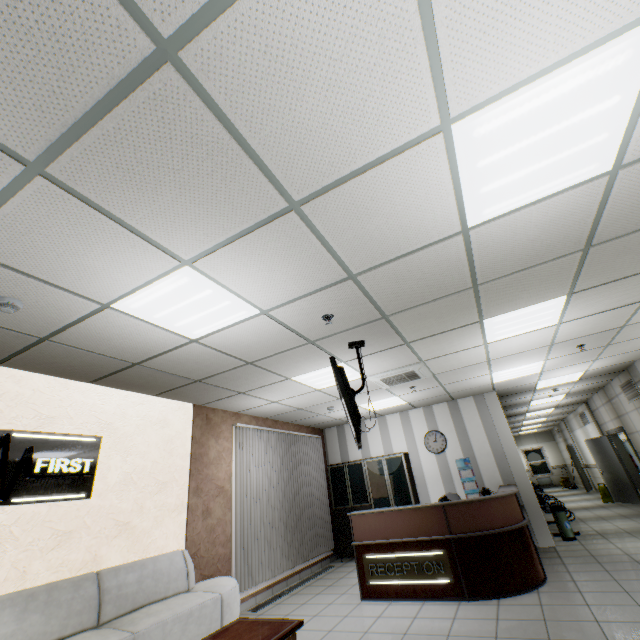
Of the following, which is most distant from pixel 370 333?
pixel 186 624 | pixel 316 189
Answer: pixel 186 624

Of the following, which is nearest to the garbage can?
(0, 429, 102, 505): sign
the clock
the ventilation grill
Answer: the clock

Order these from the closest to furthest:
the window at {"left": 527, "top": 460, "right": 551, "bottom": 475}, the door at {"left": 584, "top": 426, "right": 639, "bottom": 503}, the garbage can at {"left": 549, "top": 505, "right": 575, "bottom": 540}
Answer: the garbage can at {"left": 549, "top": 505, "right": 575, "bottom": 540}
the door at {"left": 584, "top": 426, "right": 639, "bottom": 503}
the window at {"left": 527, "top": 460, "right": 551, "bottom": 475}

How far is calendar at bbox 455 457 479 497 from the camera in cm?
764

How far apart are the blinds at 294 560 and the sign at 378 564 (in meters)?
1.95

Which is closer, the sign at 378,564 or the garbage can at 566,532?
the sign at 378,564

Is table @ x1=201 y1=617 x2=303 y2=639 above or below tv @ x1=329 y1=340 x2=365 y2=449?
below

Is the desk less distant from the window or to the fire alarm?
the fire alarm
